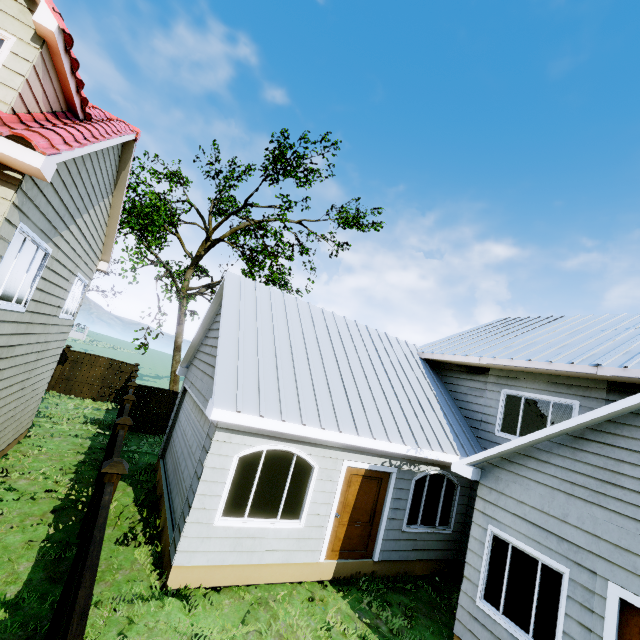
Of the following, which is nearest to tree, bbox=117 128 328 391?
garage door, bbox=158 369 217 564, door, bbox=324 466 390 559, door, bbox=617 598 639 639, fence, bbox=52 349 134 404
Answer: fence, bbox=52 349 134 404

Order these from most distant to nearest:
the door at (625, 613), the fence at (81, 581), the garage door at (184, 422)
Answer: the garage door at (184, 422) < the door at (625, 613) < the fence at (81, 581)

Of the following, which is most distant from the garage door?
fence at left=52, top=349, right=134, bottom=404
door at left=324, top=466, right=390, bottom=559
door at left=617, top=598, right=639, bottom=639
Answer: door at left=617, top=598, right=639, bottom=639

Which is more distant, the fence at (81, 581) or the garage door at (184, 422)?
the garage door at (184, 422)

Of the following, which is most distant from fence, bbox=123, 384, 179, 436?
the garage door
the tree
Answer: the tree

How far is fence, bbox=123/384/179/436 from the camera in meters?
14.1 m

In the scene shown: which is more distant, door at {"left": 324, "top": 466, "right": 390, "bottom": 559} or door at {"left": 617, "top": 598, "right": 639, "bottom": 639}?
door at {"left": 324, "top": 466, "right": 390, "bottom": 559}

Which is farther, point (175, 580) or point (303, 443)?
point (303, 443)
